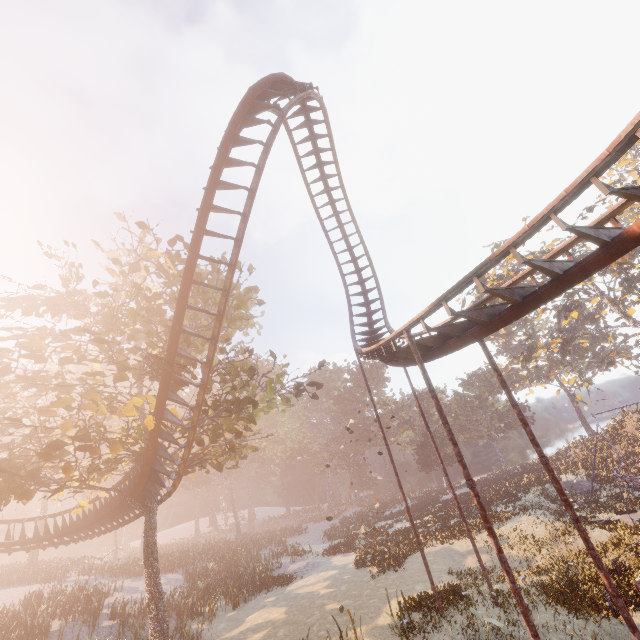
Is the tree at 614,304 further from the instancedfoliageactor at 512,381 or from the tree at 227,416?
the tree at 227,416

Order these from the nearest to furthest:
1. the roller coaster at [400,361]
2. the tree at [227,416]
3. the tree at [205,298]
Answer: the roller coaster at [400,361]
the tree at [227,416]
the tree at [205,298]

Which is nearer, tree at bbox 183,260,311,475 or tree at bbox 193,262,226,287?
tree at bbox 183,260,311,475

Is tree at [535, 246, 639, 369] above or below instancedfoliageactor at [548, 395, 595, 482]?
above

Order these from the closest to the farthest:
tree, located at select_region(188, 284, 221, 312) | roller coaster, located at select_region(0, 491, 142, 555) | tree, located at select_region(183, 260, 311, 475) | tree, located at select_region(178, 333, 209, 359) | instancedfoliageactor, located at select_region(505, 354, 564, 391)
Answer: tree, located at select_region(178, 333, 209, 359), tree, located at select_region(183, 260, 311, 475), tree, located at select_region(188, 284, 221, 312), roller coaster, located at select_region(0, 491, 142, 555), instancedfoliageactor, located at select_region(505, 354, 564, 391)

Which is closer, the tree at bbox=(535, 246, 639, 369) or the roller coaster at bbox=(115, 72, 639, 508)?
the roller coaster at bbox=(115, 72, 639, 508)

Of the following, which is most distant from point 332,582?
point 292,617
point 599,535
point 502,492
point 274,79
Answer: point 274,79
